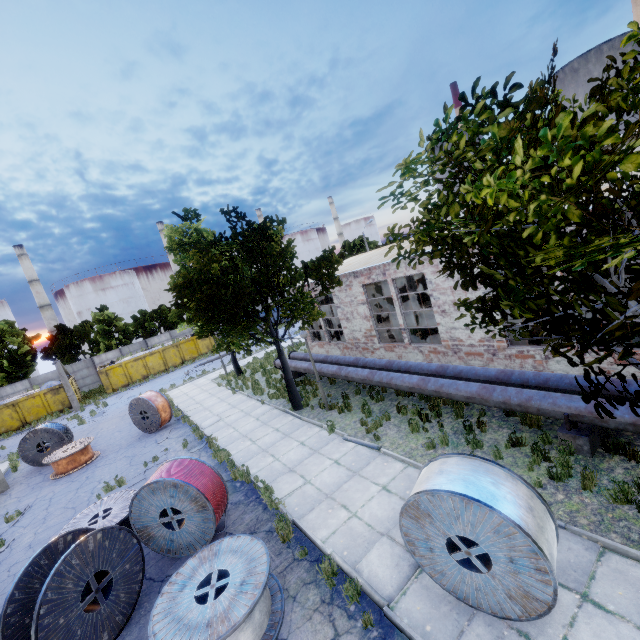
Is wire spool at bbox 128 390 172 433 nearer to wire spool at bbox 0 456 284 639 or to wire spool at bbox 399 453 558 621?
wire spool at bbox 0 456 284 639

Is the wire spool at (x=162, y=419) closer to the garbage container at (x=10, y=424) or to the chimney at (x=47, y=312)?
the garbage container at (x=10, y=424)

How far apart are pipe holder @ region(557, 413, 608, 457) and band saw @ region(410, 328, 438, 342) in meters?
7.2

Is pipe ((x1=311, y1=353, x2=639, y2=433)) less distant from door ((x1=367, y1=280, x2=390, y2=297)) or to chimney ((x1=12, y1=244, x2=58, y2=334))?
door ((x1=367, y1=280, x2=390, y2=297))

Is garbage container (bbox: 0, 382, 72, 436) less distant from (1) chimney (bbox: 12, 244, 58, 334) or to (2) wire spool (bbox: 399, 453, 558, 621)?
→ (1) chimney (bbox: 12, 244, 58, 334)

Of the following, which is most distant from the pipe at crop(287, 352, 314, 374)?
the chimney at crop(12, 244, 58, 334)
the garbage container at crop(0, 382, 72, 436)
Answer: the chimney at crop(12, 244, 58, 334)

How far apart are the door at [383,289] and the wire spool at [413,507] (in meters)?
19.92

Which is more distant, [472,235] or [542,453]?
[542,453]
